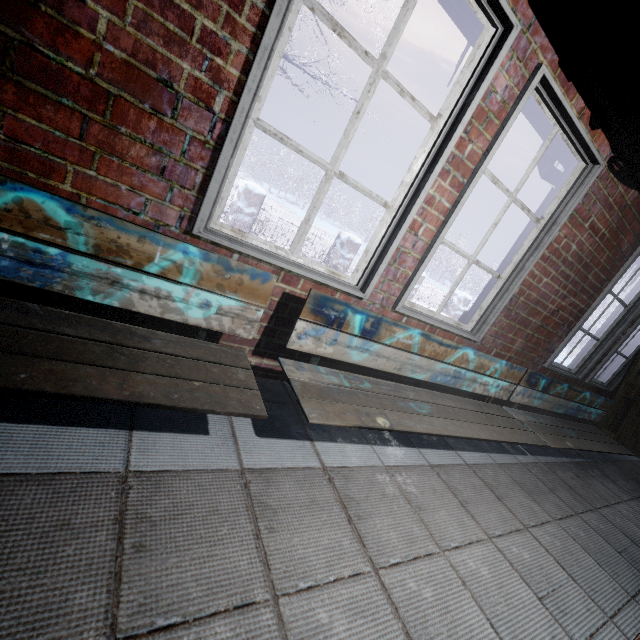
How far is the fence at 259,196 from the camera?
5.51m

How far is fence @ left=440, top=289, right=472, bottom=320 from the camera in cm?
970

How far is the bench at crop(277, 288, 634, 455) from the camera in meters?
1.4 m

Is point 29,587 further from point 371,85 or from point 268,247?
point 371,85

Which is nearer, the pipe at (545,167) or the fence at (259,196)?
the pipe at (545,167)

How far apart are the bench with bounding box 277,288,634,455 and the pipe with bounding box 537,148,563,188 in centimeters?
36cm

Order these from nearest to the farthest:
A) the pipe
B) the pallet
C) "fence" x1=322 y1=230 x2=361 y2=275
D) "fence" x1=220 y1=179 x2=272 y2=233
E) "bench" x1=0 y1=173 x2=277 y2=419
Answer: "bench" x1=0 y1=173 x2=277 y2=419 < the pipe < the pallet < "fence" x1=220 y1=179 x2=272 y2=233 < "fence" x1=322 y1=230 x2=361 y2=275
